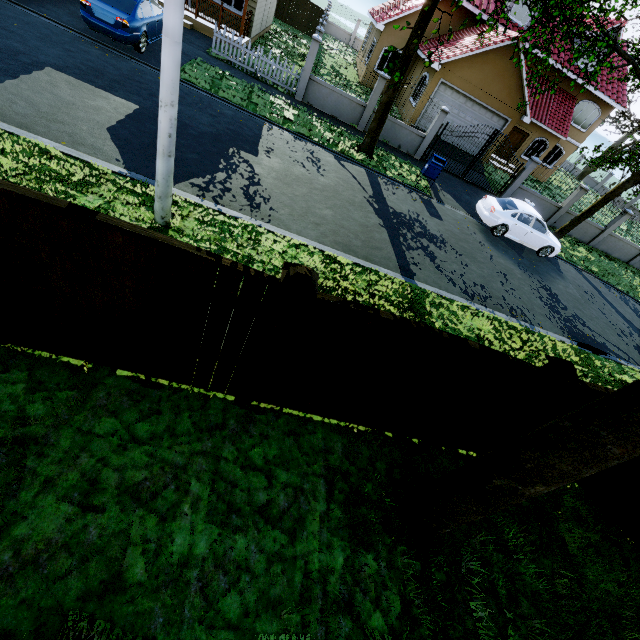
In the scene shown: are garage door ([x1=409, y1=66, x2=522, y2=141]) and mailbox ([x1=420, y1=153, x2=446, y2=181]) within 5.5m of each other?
no

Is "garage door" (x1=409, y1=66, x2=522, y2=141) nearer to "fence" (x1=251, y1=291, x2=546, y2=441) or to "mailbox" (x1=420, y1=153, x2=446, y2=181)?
"fence" (x1=251, y1=291, x2=546, y2=441)

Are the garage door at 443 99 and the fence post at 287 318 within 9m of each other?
no

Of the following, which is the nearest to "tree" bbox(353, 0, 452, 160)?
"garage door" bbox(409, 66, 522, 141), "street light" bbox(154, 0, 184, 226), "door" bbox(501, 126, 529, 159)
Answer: "street light" bbox(154, 0, 184, 226)

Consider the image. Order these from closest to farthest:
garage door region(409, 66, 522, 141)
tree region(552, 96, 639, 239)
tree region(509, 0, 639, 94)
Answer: tree region(509, 0, 639, 94) → tree region(552, 96, 639, 239) → garage door region(409, 66, 522, 141)

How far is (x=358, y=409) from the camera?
4.8m

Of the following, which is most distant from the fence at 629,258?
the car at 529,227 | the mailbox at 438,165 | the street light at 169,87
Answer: the street light at 169,87

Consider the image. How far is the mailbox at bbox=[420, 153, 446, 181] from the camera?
13.60m
